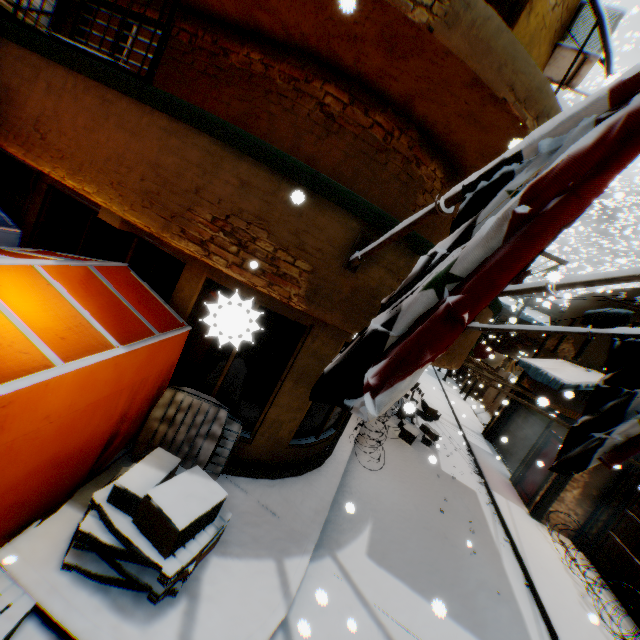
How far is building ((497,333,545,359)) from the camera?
25.6m

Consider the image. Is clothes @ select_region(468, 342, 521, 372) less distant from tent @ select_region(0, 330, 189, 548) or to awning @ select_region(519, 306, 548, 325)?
awning @ select_region(519, 306, 548, 325)

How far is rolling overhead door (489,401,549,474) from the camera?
13.01m

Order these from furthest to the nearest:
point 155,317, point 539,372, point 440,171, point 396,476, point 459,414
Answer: point 459,414 → point 539,372 → point 396,476 → point 440,171 → point 155,317

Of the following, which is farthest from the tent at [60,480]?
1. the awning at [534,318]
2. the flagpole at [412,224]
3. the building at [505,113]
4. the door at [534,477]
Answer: the awning at [534,318]

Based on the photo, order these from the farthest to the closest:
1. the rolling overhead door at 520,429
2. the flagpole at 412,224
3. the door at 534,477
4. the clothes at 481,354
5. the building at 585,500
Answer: the clothes at 481,354, the rolling overhead door at 520,429, the door at 534,477, the building at 585,500, the flagpole at 412,224

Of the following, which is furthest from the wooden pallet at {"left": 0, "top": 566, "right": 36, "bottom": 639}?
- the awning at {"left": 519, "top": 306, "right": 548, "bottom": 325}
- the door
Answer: the awning at {"left": 519, "top": 306, "right": 548, "bottom": 325}

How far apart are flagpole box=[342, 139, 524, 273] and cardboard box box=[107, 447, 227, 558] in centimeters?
180cm
